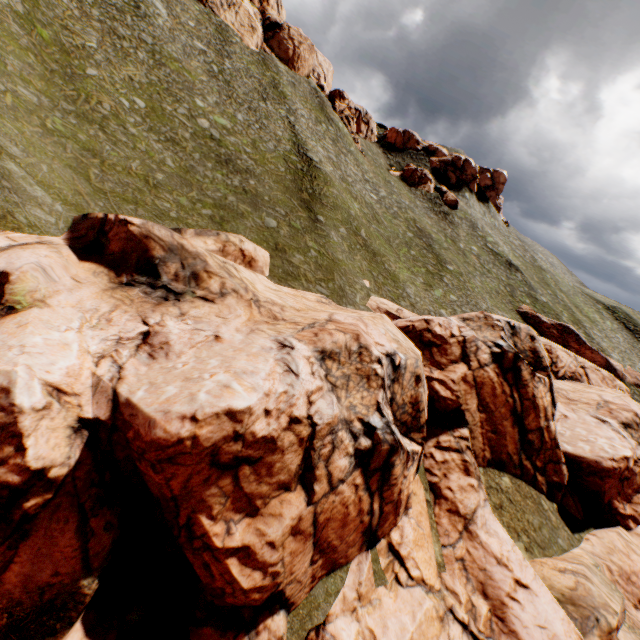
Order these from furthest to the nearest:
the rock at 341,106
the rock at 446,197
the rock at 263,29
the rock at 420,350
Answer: the rock at 446,197 < the rock at 341,106 < the rock at 263,29 < the rock at 420,350

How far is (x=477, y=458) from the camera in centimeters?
2200cm

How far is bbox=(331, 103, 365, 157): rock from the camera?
55.2 meters

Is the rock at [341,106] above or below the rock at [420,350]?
above

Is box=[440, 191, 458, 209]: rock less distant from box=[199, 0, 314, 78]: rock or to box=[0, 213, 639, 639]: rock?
box=[199, 0, 314, 78]: rock

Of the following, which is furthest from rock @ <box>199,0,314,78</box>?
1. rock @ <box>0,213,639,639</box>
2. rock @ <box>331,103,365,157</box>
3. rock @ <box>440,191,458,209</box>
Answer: rock @ <box>0,213,639,639</box>

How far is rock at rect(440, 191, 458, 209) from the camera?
58.5 meters

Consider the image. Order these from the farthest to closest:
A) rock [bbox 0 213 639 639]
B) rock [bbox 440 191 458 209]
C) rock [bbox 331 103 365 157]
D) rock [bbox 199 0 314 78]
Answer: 1. rock [bbox 440 191 458 209]
2. rock [bbox 331 103 365 157]
3. rock [bbox 199 0 314 78]
4. rock [bbox 0 213 639 639]
